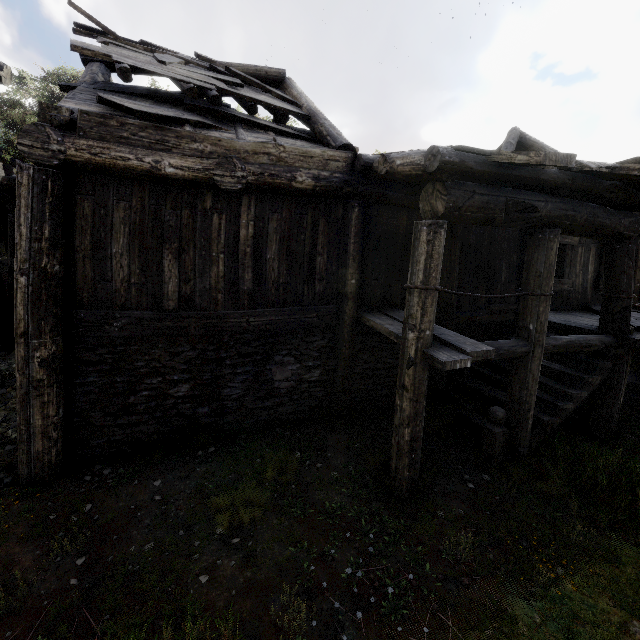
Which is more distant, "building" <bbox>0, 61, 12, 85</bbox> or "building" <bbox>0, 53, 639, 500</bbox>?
"building" <bbox>0, 61, 12, 85</bbox>

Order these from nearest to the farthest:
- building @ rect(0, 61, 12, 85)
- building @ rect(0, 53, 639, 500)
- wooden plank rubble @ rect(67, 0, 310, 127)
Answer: building @ rect(0, 53, 639, 500)
wooden plank rubble @ rect(67, 0, 310, 127)
building @ rect(0, 61, 12, 85)

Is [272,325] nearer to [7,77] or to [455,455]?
[455,455]

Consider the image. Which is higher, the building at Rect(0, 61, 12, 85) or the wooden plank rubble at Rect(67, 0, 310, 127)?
the building at Rect(0, 61, 12, 85)

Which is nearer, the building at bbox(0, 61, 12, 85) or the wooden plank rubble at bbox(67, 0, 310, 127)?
the wooden plank rubble at bbox(67, 0, 310, 127)

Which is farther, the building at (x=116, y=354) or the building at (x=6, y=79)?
the building at (x=6, y=79)

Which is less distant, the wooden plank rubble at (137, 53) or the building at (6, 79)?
the wooden plank rubble at (137, 53)
